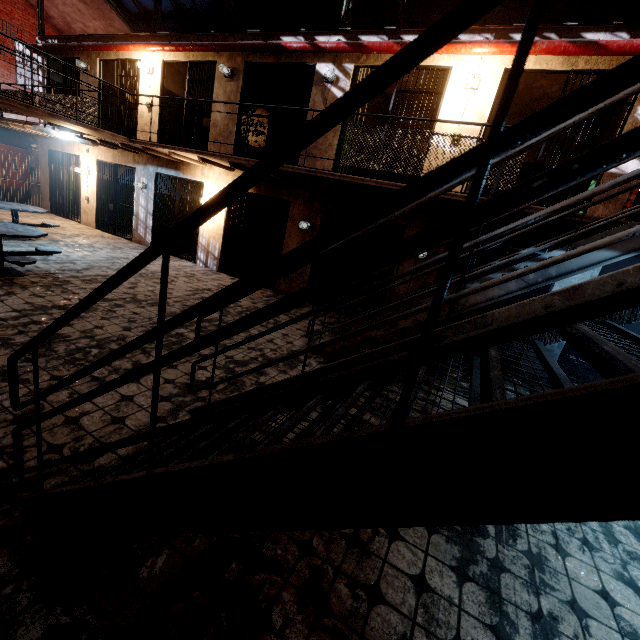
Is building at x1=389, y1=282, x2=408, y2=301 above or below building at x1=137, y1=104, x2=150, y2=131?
below

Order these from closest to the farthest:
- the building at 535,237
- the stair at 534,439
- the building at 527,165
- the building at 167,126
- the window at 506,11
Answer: the stair at 534,439 → the building at 535,237 → the window at 506,11 → the building at 527,165 → the building at 167,126

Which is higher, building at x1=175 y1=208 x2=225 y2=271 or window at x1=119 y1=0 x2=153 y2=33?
window at x1=119 y1=0 x2=153 y2=33

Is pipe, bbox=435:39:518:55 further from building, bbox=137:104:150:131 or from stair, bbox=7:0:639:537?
stair, bbox=7:0:639:537

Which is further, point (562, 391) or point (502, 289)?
point (502, 289)

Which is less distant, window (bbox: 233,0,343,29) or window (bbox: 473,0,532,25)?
window (bbox: 473,0,532,25)

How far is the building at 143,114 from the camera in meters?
9.7

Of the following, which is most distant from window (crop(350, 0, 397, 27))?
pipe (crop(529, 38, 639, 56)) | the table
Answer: the table
